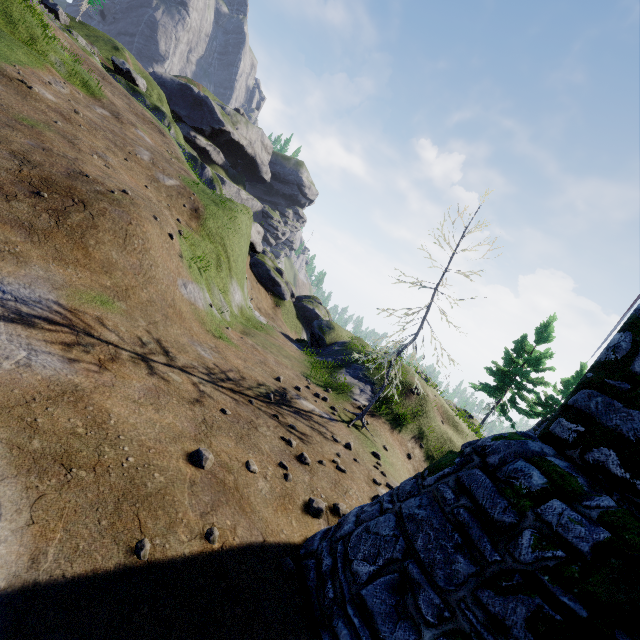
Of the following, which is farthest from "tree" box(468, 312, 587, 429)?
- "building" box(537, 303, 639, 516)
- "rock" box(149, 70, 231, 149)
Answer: "rock" box(149, 70, 231, 149)

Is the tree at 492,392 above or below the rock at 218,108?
below

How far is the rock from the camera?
56.03m

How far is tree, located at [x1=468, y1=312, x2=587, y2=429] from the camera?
26.1 meters

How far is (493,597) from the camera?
2.93m

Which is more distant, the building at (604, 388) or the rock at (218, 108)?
the rock at (218, 108)

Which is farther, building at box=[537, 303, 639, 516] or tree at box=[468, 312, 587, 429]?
tree at box=[468, 312, 587, 429]

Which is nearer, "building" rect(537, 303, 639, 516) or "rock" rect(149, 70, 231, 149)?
"building" rect(537, 303, 639, 516)
